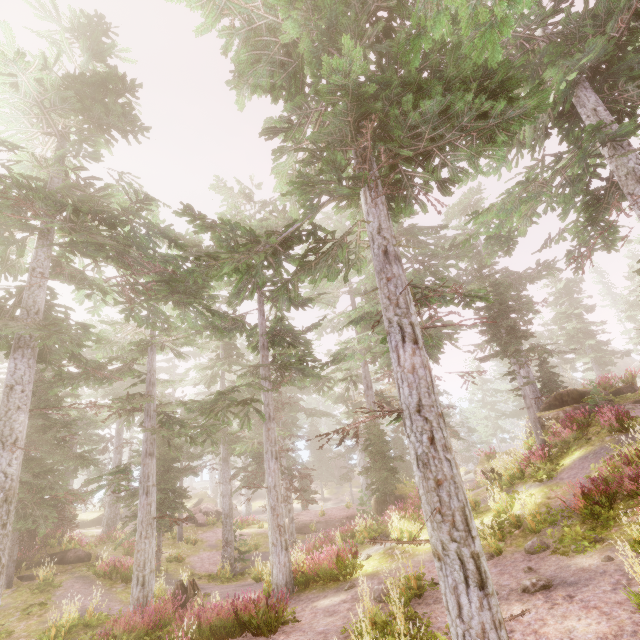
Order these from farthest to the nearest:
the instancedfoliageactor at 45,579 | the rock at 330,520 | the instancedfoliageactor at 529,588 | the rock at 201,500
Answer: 1. the rock at 201,500
2. the rock at 330,520
3. the instancedfoliageactor at 45,579
4. the instancedfoliageactor at 529,588

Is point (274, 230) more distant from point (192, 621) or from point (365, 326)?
point (192, 621)

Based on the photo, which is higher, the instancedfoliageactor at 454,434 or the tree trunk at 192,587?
the instancedfoliageactor at 454,434

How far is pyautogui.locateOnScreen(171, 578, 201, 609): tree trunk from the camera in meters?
11.9

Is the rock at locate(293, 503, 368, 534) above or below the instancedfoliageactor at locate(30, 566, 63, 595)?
below

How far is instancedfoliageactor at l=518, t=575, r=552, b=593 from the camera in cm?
718

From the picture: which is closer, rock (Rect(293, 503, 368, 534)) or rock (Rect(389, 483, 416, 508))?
rock (Rect(389, 483, 416, 508))

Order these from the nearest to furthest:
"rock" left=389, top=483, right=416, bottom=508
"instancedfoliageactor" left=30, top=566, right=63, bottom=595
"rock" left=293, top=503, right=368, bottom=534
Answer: "instancedfoliageactor" left=30, top=566, right=63, bottom=595 → "rock" left=389, top=483, right=416, bottom=508 → "rock" left=293, top=503, right=368, bottom=534
